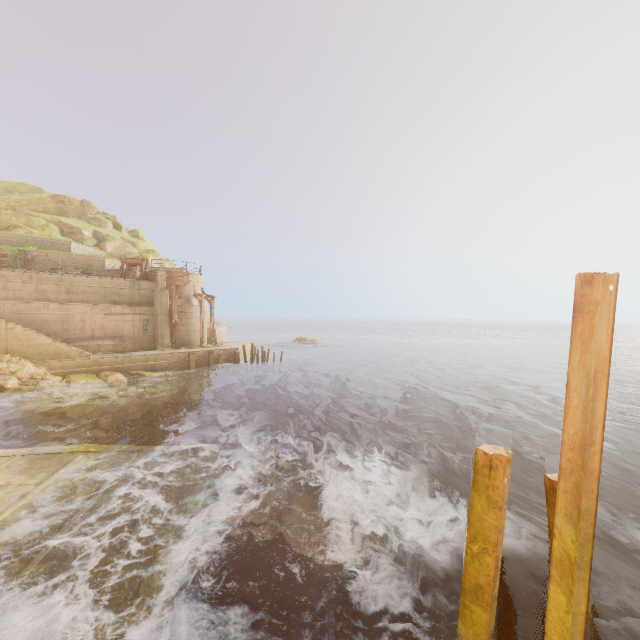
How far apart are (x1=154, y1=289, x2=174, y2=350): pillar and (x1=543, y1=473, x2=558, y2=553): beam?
27.8m

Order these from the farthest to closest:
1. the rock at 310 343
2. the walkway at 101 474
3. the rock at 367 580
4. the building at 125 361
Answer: the rock at 310 343
the building at 125 361
the rock at 367 580
the walkway at 101 474

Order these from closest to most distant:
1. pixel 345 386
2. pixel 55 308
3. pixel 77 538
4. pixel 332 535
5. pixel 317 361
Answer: pixel 77 538 < pixel 332 535 < pixel 55 308 < pixel 345 386 < pixel 317 361

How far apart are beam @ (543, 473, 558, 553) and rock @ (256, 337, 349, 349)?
47.78m

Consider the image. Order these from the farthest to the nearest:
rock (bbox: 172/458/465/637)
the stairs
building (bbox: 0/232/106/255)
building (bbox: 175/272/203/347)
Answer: building (bbox: 175/272/203/347) < building (bbox: 0/232/106/255) < the stairs < rock (bbox: 172/458/465/637)

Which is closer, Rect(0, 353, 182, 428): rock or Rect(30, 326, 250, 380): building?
Rect(0, 353, 182, 428): rock

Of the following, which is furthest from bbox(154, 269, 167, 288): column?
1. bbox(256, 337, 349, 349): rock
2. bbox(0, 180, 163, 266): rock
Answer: bbox(256, 337, 349, 349): rock

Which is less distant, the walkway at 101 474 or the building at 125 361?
the walkway at 101 474
